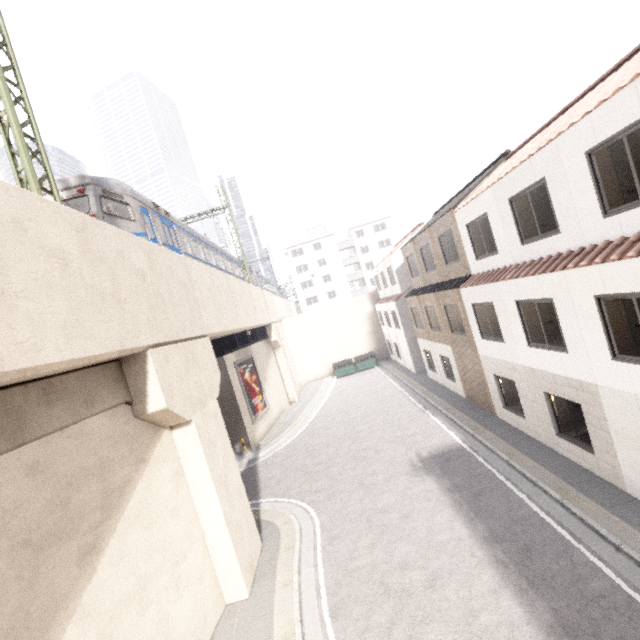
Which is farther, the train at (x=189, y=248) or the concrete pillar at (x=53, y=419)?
the train at (x=189, y=248)

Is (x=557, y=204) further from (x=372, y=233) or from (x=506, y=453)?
(x=372, y=233)

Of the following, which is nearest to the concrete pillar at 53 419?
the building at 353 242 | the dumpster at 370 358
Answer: the building at 353 242

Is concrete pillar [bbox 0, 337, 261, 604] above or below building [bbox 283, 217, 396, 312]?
below

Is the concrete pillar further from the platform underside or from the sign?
the sign

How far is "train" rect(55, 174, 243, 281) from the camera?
9.9 meters

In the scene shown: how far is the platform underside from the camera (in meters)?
18.58

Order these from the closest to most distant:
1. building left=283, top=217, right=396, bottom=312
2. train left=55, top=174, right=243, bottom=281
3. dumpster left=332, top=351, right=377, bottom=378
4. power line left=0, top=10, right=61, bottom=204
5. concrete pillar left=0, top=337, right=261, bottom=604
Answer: concrete pillar left=0, top=337, right=261, bottom=604 → power line left=0, top=10, right=61, bottom=204 → train left=55, top=174, right=243, bottom=281 → dumpster left=332, top=351, right=377, bottom=378 → building left=283, top=217, right=396, bottom=312
